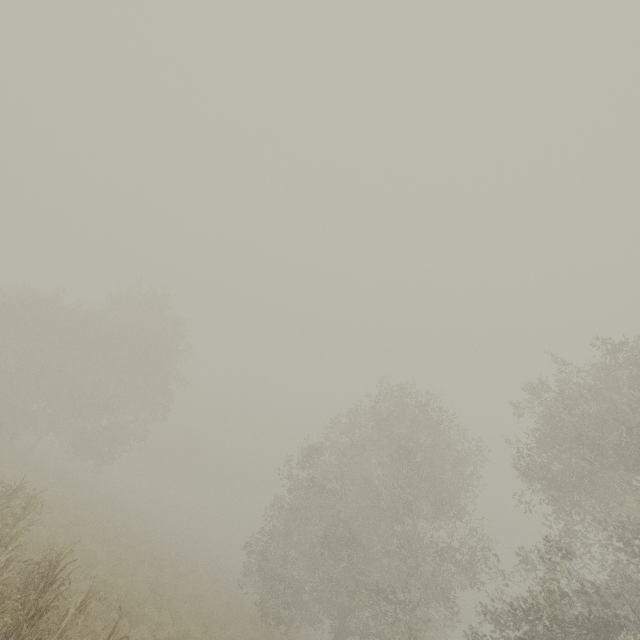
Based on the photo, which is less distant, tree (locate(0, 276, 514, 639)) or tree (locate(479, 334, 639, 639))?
tree (locate(479, 334, 639, 639))

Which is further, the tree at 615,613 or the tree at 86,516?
the tree at 86,516

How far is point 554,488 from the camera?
15.8m
